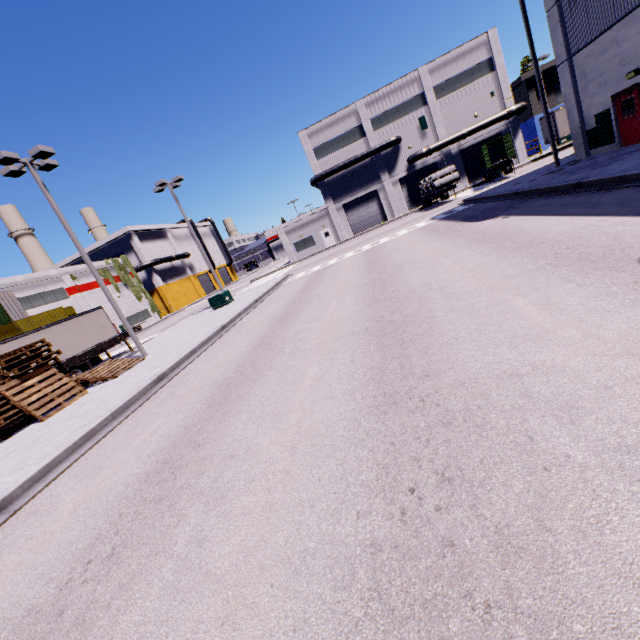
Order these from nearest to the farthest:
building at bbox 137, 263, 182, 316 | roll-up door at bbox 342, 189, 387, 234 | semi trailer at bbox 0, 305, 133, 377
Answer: semi trailer at bbox 0, 305, 133, 377
roll-up door at bbox 342, 189, 387, 234
building at bbox 137, 263, 182, 316

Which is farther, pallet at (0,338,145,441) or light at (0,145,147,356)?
light at (0,145,147,356)

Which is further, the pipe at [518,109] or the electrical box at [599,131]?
the pipe at [518,109]

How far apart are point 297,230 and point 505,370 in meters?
44.6

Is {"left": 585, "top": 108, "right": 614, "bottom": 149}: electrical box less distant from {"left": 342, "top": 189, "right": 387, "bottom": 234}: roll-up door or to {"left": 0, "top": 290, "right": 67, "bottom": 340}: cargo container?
{"left": 342, "top": 189, "right": 387, "bottom": 234}: roll-up door

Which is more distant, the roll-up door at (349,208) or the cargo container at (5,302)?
the roll-up door at (349,208)

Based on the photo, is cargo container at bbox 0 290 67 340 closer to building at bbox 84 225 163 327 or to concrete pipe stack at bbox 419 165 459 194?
building at bbox 84 225 163 327

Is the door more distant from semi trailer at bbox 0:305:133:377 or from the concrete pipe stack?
the concrete pipe stack
